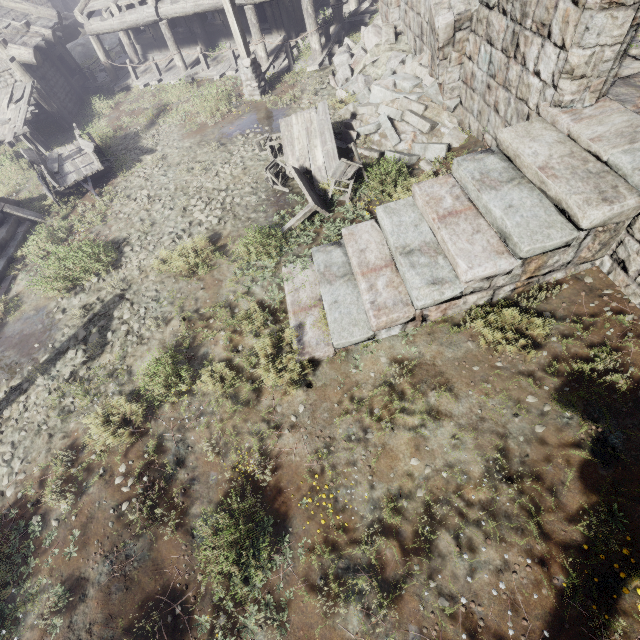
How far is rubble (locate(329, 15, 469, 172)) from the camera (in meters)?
8.00

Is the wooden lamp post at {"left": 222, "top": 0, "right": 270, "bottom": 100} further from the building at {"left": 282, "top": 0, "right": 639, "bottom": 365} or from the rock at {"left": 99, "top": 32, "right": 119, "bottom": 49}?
the rock at {"left": 99, "top": 32, "right": 119, "bottom": 49}

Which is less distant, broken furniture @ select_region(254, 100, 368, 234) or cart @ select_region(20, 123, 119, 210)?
broken furniture @ select_region(254, 100, 368, 234)

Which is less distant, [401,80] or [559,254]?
[559,254]

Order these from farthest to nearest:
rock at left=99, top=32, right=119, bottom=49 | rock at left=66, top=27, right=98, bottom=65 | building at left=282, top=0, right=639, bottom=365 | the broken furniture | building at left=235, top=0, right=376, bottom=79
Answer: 1. rock at left=99, top=32, right=119, bottom=49
2. rock at left=66, top=27, right=98, bottom=65
3. building at left=235, top=0, right=376, bottom=79
4. the broken furniture
5. building at left=282, top=0, right=639, bottom=365

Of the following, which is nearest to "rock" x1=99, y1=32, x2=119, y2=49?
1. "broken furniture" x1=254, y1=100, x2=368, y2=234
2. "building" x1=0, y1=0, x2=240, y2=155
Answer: "building" x1=0, y1=0, x2=240, y2=155

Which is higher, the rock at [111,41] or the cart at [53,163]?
the cart at [53,163]

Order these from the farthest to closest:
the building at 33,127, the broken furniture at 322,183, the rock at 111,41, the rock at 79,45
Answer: the rock at 111,41, the rock at 79,45, the building at 33,127, the broken furniture at 322,183
